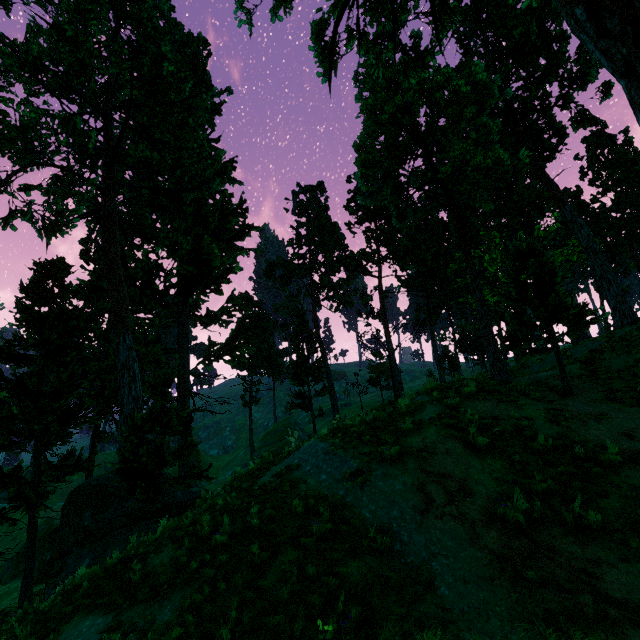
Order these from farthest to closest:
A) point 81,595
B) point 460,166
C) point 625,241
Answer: point 625,241 < point 460,166 < point 81,595
